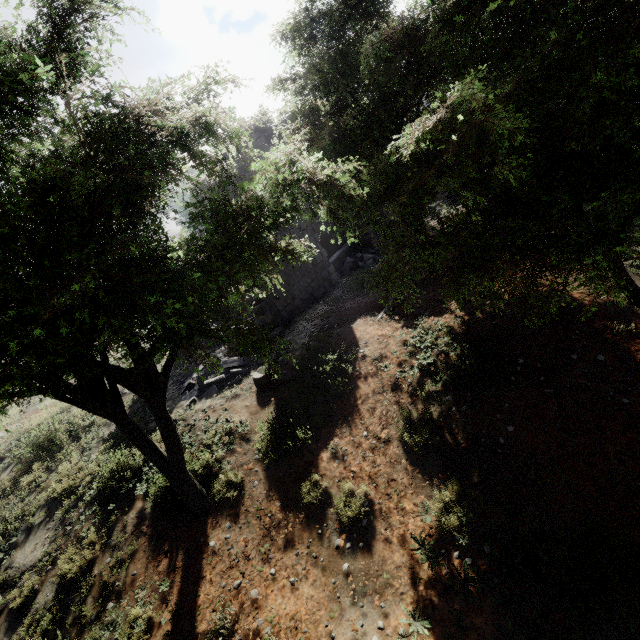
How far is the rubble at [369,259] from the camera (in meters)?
17.31

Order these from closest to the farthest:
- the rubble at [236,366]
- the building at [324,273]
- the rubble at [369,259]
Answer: the rubble at [236,366], the building at [324,273], the rubble at [369,259]

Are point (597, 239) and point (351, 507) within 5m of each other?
no

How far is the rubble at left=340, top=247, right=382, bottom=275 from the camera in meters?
17.3 m

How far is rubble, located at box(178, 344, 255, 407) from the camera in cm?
1048

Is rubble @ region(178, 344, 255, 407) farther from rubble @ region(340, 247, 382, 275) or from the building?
rubble @ region(340, 247, 382, 275)

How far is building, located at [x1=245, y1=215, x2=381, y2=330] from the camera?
12.1m
